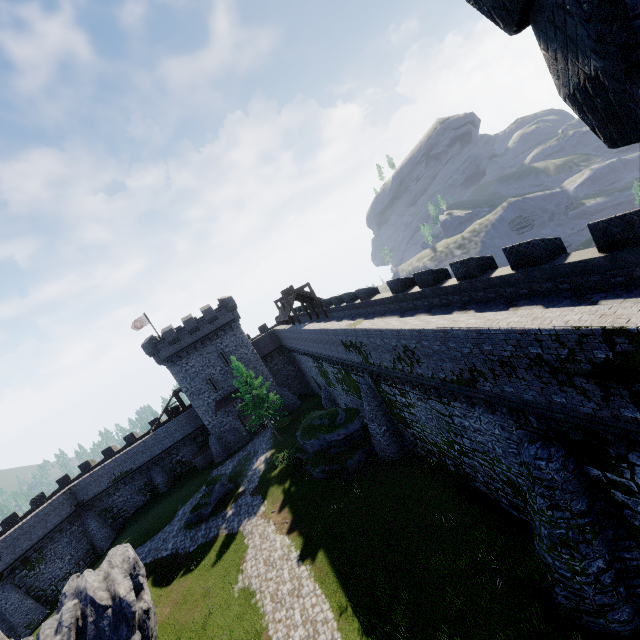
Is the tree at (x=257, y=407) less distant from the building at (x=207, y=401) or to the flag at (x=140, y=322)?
the building at (x=207, y=401)

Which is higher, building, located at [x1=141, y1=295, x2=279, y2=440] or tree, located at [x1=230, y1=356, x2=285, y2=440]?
A: building, located at [x1=141, y1=295, x2=279, y2=440]

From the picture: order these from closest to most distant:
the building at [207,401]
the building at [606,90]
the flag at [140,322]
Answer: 1. the building at [606,90]
2. the building at [207,401]
3. the flag at [140,322]

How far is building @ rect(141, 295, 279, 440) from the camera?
38.3m

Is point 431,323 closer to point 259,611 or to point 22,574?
point 259,611

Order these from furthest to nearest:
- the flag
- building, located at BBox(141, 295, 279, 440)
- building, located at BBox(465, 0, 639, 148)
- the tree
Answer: the flag < building, located at BBox(141, 295, 279, 440) < the tree < building, located at BBox(465, 0, 639, 148)

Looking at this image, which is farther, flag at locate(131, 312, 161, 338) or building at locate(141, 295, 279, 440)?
flag at locate(131, 312, 161, 338)

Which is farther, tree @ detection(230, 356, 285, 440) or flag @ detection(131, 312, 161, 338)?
flag @ detection(131, 312, 161, 338)
